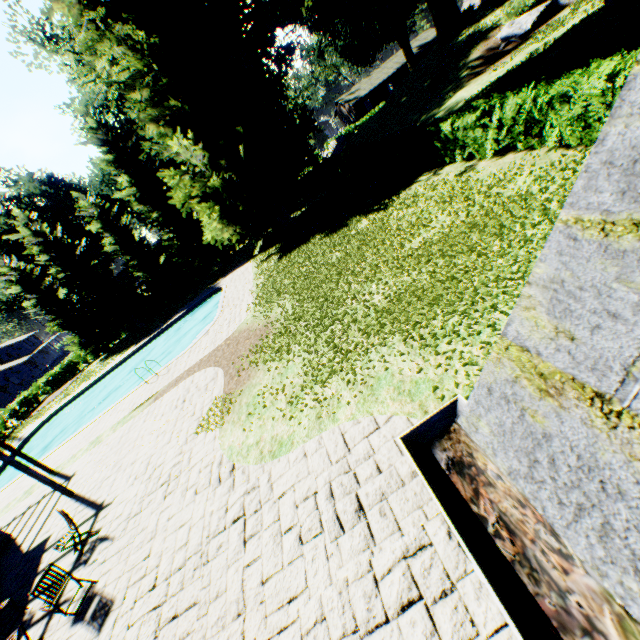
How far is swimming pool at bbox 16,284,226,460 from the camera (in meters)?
24.43

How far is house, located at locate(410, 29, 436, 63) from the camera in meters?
56.1 m

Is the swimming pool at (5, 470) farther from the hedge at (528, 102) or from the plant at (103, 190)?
the hedge at (528, 102)

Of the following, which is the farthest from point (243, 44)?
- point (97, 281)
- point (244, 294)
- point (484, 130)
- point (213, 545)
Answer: point (97, 281)

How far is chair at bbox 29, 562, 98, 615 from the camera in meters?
6.3

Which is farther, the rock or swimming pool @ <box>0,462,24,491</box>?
the rock

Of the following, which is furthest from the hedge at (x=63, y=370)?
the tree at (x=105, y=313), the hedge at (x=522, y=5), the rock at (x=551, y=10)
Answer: the hedge at (x=522, y=5)

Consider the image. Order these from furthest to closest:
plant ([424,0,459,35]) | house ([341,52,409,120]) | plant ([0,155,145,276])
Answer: house ([341,52,409,120]) → plant ([0,155,145,276]) → plant ([424,0,459,35])
